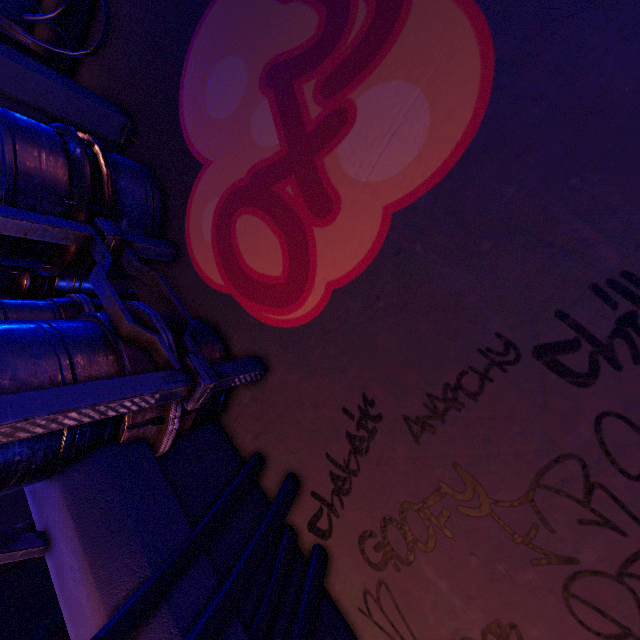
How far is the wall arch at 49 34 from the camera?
5.6m

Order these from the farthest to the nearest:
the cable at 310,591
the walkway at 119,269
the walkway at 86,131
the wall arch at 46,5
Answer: the wall arch at 46,5, the walkway at 119,269, the walkway at 86,131, the cable at 310,591

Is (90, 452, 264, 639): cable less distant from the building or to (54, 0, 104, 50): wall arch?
(54, 0, 104, 50): wall arch

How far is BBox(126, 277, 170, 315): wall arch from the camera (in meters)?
4.61

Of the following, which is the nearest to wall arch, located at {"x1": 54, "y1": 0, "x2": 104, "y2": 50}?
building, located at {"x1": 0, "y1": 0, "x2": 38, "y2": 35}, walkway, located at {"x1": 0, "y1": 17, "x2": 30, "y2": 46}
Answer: building, located at {"x1": 0, "y1": 0, "x2": 38, "y2": 35}

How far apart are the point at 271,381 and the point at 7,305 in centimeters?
288cm

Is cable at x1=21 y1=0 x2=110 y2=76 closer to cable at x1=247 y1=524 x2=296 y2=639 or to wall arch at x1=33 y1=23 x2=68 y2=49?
wall arch at x1=33 y1=23 x2=68 y2=49
